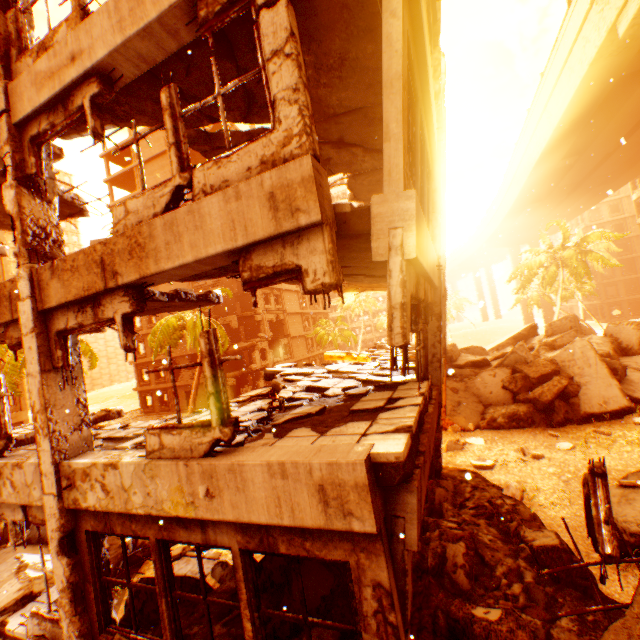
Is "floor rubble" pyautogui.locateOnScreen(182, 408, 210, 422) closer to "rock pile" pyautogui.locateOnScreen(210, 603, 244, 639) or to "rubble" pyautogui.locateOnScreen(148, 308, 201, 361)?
"rock pile" pyautogui.locateOnScreen(210, 603, 244, 639)

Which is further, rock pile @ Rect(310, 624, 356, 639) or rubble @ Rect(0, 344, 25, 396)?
rubble @ Rect(0, 344, 25, 396)

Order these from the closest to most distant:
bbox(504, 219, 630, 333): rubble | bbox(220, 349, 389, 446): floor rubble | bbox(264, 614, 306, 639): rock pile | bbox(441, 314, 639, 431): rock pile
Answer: bbox(264, 614, 306, 639): rock pile
bbox(220, 349, 389, 446): floor rubble
bbox(441, 314, 639, 431): rock pile
bbox(504, 219, 630, 333): rubble

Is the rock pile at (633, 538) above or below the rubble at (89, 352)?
below

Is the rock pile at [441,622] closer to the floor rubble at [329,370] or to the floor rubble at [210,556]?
the floor rubble at [210,556]

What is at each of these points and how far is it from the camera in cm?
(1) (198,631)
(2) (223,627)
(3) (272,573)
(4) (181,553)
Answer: (1) rock pile, 440
(2) rock pile, 446
(3) rock pile, 494
(4) floor rubble, 766

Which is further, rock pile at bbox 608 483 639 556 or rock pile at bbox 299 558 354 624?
rock pile at bbox 608 483 639 556

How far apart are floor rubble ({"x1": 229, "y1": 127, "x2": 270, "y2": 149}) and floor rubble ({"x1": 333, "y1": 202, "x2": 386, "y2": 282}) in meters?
2.5 m
